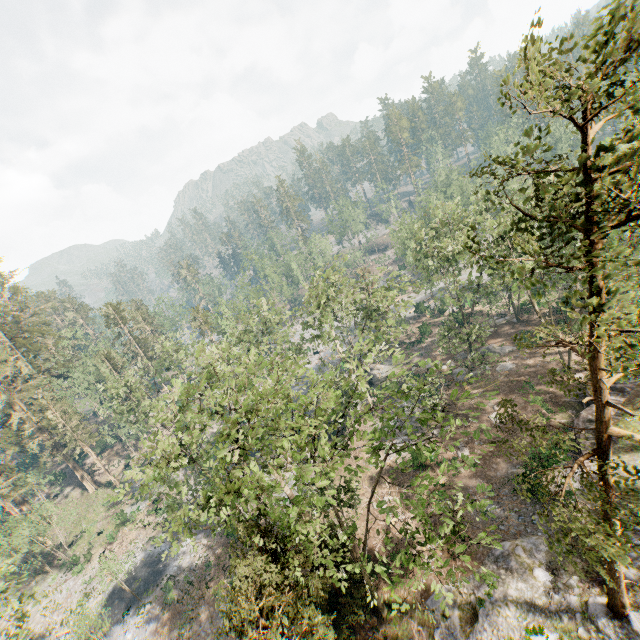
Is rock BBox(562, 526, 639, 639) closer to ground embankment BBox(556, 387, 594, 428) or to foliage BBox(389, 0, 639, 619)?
foliage BBox(389, 0, 639, 619)

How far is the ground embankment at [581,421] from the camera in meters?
26.2 m

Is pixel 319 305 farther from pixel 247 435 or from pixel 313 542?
pixel 313 542

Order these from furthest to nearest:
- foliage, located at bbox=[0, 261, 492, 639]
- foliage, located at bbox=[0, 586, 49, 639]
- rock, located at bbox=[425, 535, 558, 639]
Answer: foliage, located at bbox=[0, 586, 49, 639] < rock, located at bbox=[425, 535, 558, 639] < foliage, located at bbox=[0, 261, 492, 639]

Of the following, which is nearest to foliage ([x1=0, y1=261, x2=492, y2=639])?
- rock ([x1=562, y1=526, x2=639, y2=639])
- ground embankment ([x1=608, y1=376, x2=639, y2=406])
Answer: rock ([x1=562, y1=526, x2=639, y2=639])

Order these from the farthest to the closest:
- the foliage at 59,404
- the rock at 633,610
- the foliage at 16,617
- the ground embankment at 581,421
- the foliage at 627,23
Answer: the ground embankment at 581,421 → the foliage at 16,617 → the rock at 633,610 → the foliage at 59,404 → the foliage at 627,23

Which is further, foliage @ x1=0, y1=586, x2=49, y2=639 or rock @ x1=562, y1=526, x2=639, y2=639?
foliage @ x1=0, y1=586, x2=49, y2=639
